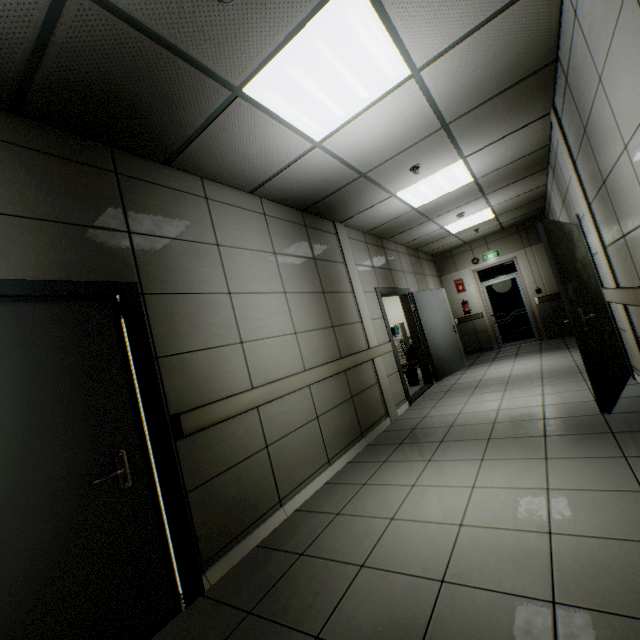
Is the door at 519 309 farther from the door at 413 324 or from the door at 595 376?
the door at 595 376

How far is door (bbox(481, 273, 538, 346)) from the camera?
9.13m

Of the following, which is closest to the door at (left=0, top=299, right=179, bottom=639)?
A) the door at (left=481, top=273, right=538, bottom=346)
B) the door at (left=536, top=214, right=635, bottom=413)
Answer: the door at (left=536, top=214, right=635, bottom=413)

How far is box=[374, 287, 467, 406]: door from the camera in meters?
5.9

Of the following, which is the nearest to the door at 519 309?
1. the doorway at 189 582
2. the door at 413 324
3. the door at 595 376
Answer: the door at 413 324

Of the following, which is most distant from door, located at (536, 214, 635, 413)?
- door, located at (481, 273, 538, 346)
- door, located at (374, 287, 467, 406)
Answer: door, located at (481, 273, 538, 346)

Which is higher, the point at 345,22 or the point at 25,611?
the point at 345,22

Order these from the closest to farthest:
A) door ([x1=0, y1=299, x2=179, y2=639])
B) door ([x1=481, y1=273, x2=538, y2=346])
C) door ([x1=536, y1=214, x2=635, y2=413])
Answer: door ([x1=0, y1=299, x2=179, y2=639]), door ([x1=536, y1=214, x2=635, y2=413]), door ([x1=481, y1=273, x2=538, y2=346])
